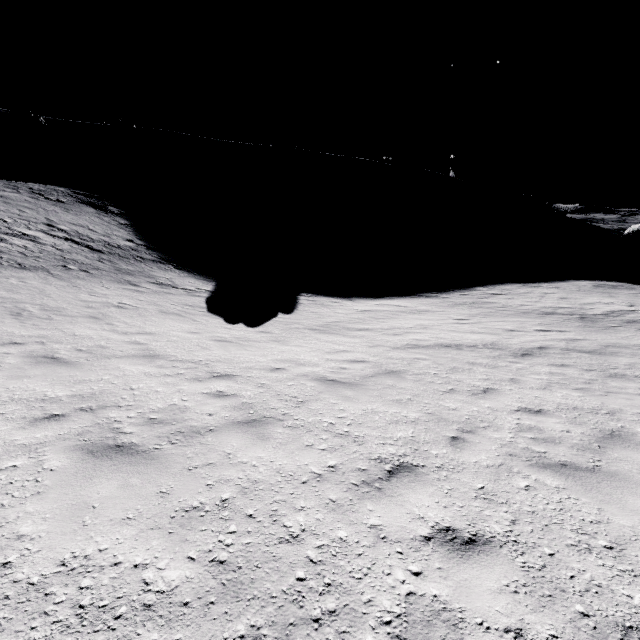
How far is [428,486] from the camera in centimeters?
374cm
